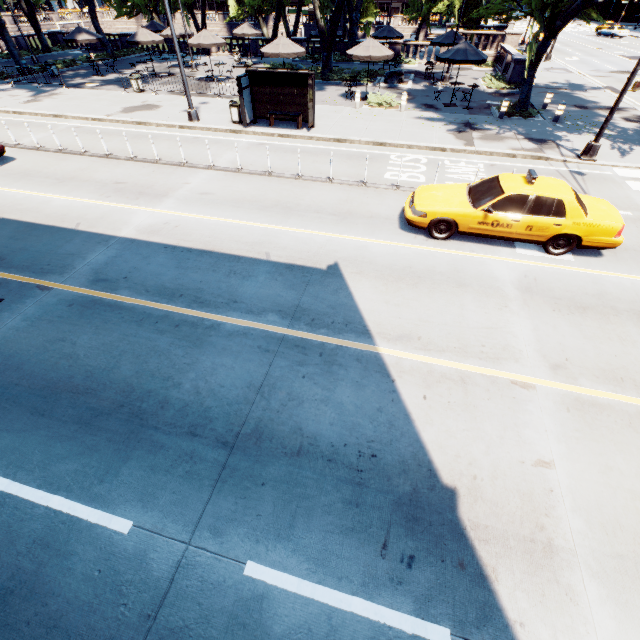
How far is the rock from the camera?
23.8m

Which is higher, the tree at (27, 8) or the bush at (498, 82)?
the tree at (27, 8)

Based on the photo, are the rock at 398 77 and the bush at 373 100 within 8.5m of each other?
yes

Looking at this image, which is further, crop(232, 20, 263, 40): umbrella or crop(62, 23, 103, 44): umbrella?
crop(232, 20, 263, 40): umbrella

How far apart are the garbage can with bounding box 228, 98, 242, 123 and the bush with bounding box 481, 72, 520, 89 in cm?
1836

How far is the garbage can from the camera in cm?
1574

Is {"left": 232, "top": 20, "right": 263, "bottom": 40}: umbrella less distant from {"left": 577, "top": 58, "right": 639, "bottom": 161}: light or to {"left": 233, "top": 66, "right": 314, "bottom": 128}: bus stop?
{"left": 233, "top": 66, "right": 314, "bottom": 128}: bus stop

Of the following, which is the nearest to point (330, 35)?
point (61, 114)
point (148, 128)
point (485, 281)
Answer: point (148, 128)
